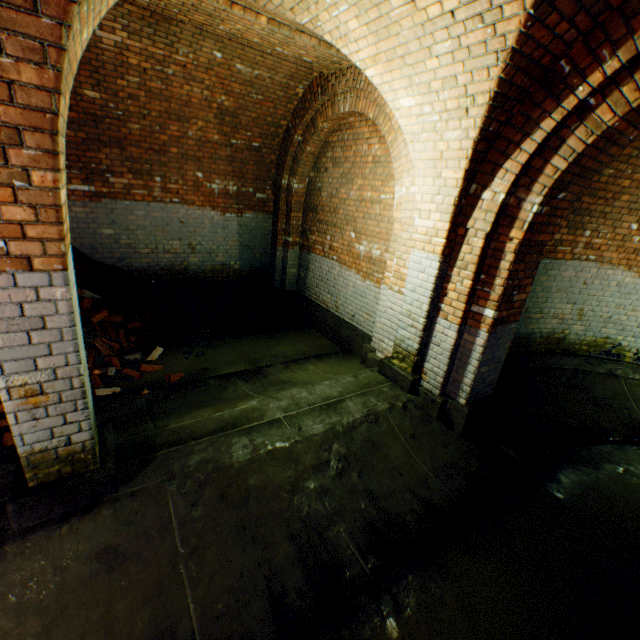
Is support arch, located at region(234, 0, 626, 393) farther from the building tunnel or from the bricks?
the bricks

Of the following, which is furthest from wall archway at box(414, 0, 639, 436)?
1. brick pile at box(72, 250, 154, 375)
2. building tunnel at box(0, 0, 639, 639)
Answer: brick pile at box(72, 250, 154, 375)

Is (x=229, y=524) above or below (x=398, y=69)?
below

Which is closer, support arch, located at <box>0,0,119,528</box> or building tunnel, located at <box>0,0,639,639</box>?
support arch, located at <box>0,0,119,528</box>

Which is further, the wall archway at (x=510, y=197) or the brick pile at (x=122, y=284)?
the brick pile at (x=122, y=284)

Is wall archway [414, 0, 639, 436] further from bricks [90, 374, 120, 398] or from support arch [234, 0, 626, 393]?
bricks [90, 374, 120, 398]

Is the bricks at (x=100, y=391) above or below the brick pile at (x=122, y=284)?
below

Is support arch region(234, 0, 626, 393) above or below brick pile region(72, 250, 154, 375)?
above
